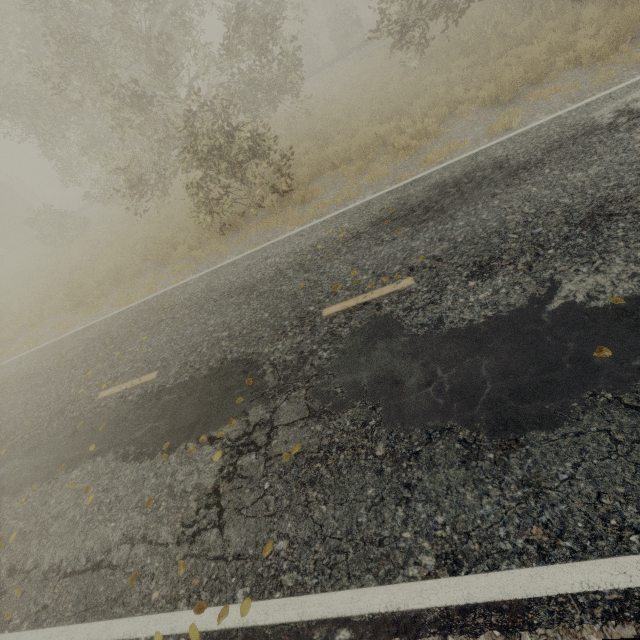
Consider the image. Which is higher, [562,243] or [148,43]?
[148,43]

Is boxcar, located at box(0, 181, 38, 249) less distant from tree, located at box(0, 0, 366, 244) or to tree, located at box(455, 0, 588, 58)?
tree, located at box(0, 0, 366, 244)

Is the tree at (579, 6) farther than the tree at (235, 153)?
Yes

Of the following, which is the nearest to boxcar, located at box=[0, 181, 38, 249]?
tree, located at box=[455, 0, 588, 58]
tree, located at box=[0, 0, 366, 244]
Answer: tree, located at box=[0, 0, 366, 244]

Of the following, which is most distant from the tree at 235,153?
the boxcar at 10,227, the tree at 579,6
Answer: the boxcar at 10,227

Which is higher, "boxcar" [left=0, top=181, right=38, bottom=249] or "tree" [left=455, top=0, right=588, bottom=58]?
"boxcar" [left=0, top=181, right=38, bottom=249]

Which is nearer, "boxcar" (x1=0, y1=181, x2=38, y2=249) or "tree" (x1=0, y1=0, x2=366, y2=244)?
"tree" (x1=0, y1=0, x2=366, y2=244)
